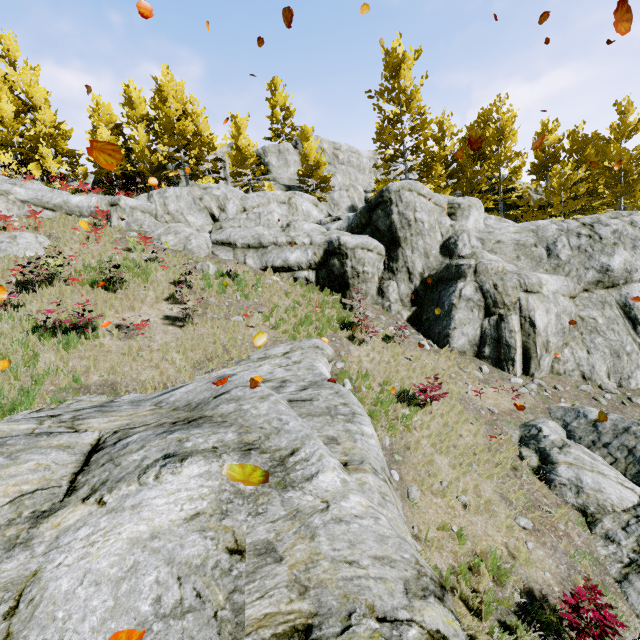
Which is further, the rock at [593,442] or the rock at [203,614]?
the rock at [593,442]

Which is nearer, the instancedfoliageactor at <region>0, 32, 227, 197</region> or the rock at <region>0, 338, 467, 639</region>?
the rock at <region>0, 338, 467, 639</region>

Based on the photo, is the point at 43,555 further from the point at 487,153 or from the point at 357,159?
the point at 357,159

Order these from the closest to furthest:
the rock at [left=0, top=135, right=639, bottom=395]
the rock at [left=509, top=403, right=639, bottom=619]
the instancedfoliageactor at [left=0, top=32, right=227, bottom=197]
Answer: the rock at [left=509, top=403, right=639, bottom=619] → the rock at [left=0, top=135, right=639, bottom=395] → the instancedfoliageactor at [left=0, top=32, right=227, bottom=197]

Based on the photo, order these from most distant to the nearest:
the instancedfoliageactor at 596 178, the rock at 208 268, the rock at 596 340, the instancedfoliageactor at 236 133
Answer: the instancedfoliageactor at 236 133, the instancedfoliageactor at 596 178, the rock at 208 268, the rock at 596 340

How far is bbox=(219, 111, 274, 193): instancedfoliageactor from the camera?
25.62m

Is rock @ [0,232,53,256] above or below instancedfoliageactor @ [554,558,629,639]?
above

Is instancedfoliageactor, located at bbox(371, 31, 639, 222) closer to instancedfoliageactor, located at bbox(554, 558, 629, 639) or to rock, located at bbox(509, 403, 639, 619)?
rock, located at bbox(509, 403, 639, 619)
